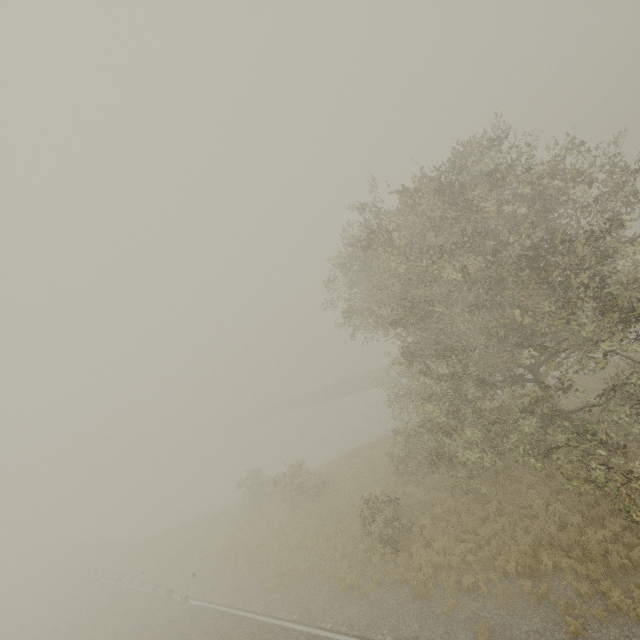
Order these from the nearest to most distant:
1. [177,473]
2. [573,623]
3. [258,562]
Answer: [573,623] → [258,562] → [177,473]
